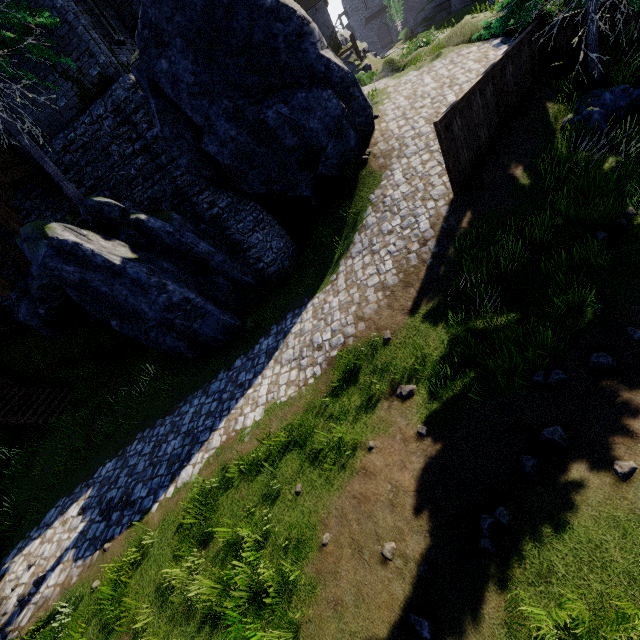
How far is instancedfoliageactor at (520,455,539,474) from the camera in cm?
448

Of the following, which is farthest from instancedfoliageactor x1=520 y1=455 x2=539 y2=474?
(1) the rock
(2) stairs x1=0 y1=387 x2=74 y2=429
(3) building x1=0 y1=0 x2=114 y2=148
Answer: (2) stairs x1=0 y1=387 x2=74 y2=429

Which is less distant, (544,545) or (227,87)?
(544,545)

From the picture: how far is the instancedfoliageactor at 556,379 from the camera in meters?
5.1

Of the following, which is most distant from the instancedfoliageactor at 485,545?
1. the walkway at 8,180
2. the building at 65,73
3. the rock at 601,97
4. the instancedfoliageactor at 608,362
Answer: the building at 65,73

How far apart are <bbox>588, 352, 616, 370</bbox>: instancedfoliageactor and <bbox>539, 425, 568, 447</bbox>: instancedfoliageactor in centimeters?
123cm

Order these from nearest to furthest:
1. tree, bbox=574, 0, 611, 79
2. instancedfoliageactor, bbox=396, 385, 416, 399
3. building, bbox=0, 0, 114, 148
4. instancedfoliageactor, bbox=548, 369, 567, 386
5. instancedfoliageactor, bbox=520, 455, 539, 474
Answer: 1. instancedfoliageactor, bbox=520, 455, 539, 474
2. instancedfoliageactor, bbox=548, 369, 567, 386
3. instancedfoliageactor, bbox=396, 385, 416, 399
4. tree, bbox=574, 0, 611, 79
5. building, bbox=0, 0, 114, 148

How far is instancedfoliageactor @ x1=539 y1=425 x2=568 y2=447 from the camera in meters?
4.5
